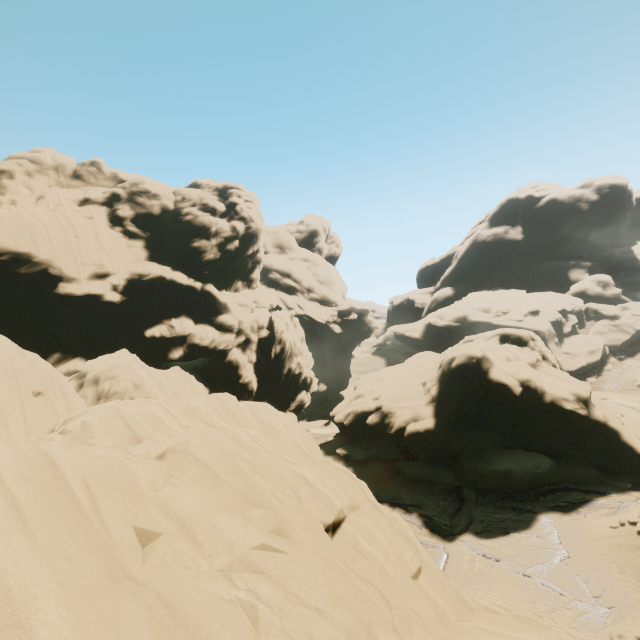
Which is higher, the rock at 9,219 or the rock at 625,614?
the rock at 9,219

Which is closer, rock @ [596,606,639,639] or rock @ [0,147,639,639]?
rock @ [0,147,639,639]

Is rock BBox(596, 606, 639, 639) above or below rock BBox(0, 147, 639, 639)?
below

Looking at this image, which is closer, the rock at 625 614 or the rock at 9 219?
the rock at 9 219

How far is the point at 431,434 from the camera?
28.0 meters
